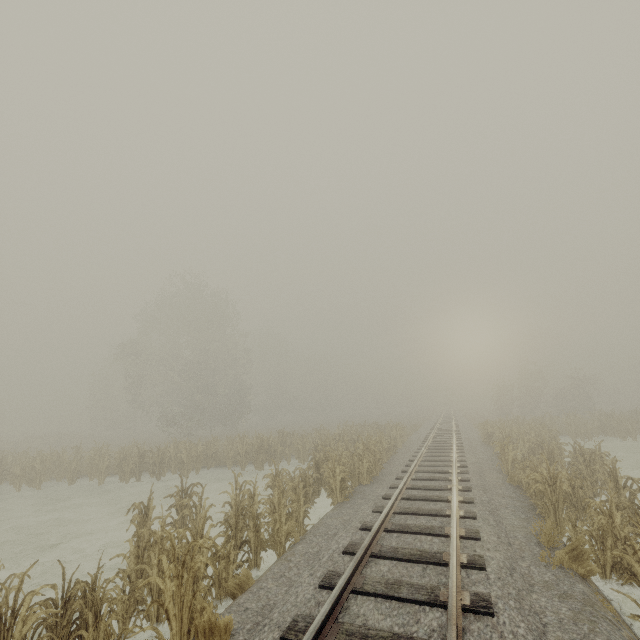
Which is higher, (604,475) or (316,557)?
(604,475)
